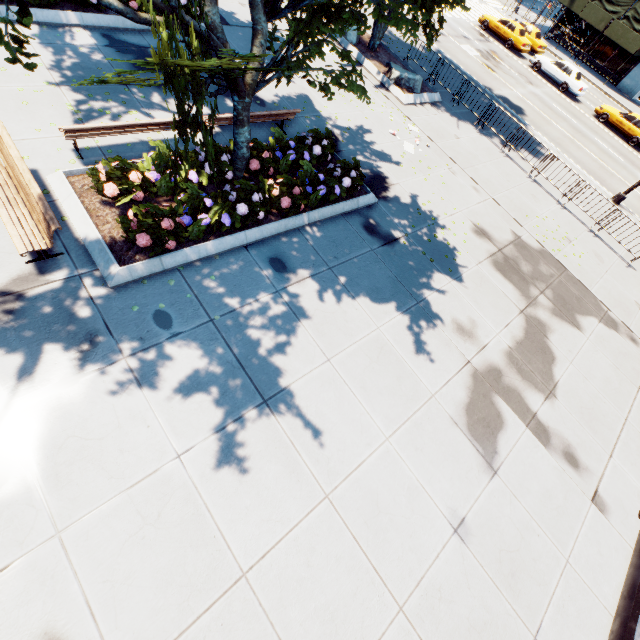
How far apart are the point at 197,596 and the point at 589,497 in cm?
846

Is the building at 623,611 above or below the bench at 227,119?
below

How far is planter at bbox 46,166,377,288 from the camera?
6.3 meters

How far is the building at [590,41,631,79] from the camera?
34.22m

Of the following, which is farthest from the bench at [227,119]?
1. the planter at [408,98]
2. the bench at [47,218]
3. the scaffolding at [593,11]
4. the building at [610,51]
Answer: the building at [610,51]

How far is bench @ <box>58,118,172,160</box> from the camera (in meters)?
6.95

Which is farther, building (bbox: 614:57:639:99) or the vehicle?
building (bbox: 614:57:639:99)

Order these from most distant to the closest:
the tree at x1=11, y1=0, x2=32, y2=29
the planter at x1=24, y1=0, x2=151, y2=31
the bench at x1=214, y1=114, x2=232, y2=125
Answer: the planter at x1=24, y1=0, x2=151, y2=31 < the bench at x1=214, y1=114, x2=232, y2=125 < the tree at x1=11, y1=0, x2=32, y2=29
